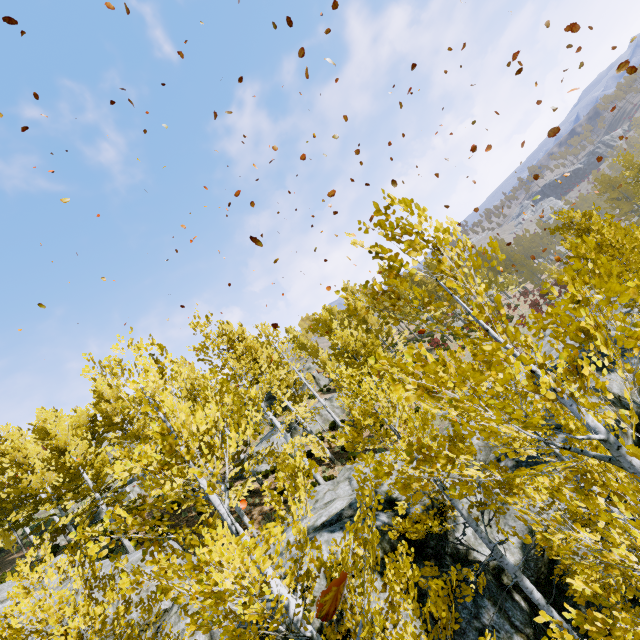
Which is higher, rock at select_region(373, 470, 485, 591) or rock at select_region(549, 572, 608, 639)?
rock at select_region(373, 470, 485, 591)

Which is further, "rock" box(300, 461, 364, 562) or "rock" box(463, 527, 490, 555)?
"rock" box(463, 527, 490, 555)

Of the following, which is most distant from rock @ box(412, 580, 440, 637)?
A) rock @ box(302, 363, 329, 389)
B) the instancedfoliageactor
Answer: rock @ box(302, 363, 329, 389)

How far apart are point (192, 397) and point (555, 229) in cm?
1920

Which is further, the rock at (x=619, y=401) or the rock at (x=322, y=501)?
the rock at (x=619, y=401)

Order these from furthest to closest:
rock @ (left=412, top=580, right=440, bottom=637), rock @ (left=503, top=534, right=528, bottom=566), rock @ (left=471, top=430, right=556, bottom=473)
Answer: rock @ (left=471, top=430, right=556, bottom=473) → rock @ (left=503, top=534, right=528, bottom=566) → rock @ (left=412, top=580, right=440, bottom=637)
